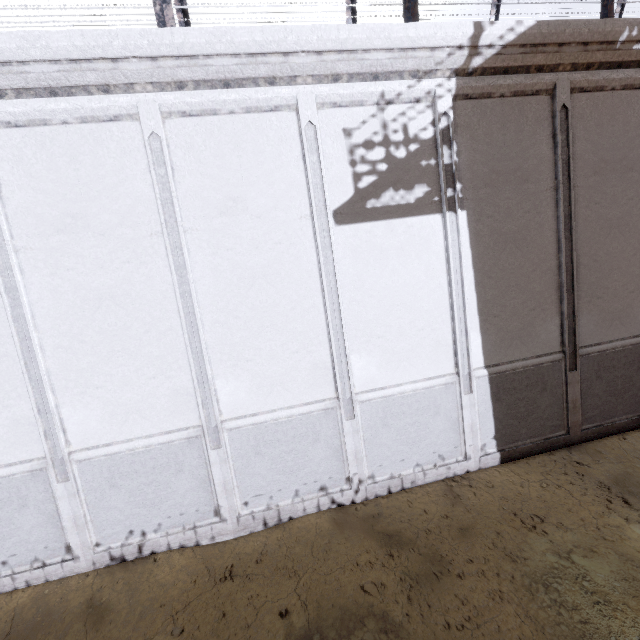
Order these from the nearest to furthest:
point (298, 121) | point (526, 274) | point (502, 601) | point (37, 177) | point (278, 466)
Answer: point (502, 601), point (37, 177), point (298, 121), point (278, 466), point (526, 274)
